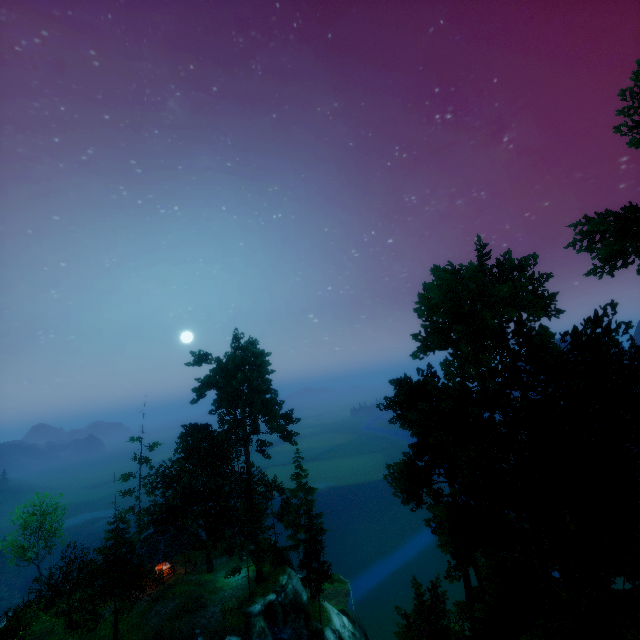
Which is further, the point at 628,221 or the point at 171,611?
the point at 171,611

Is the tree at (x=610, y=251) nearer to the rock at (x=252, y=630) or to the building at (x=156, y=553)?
the building at (x=156, y=553)

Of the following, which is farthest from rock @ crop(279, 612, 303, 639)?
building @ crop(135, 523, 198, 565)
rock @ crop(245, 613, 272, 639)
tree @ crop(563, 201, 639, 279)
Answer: building @ crop(135, 523, 198, 565)

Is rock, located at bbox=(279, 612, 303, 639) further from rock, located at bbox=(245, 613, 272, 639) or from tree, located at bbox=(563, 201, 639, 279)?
tree, located at bbox=(563, 201, 639, 279)

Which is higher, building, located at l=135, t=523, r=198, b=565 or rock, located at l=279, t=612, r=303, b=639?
building, located at l=135, t=523, r=198, b=565

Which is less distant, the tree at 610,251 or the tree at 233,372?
the tree at 610,251

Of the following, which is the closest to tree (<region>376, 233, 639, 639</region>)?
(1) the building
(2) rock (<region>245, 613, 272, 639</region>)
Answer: (1) the building

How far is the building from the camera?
32.47m
